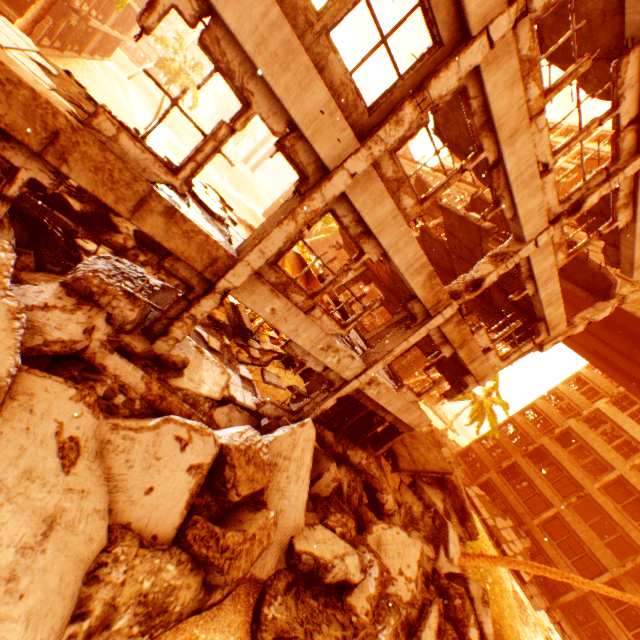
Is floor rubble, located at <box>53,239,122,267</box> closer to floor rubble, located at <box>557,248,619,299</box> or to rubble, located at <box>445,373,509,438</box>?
rubble, located at <box>445,373,509,438</box>

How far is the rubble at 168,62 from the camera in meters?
28.2

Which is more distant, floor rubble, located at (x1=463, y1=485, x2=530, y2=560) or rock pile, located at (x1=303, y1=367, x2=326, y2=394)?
floor rubble, located at (x1=463, y1=485, x2=530, y2=560)

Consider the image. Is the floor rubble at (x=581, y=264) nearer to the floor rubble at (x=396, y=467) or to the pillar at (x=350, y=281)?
the pillar at (x=350, y=281)

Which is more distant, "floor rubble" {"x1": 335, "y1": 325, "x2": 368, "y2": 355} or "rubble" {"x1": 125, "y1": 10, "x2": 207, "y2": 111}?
"rubble" {"x1": 125, "y1": 10, "x2": 207, "y2": 111}

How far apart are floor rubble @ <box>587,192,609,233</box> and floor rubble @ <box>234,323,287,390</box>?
11.4 meters

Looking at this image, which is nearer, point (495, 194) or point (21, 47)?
point (21, 47)

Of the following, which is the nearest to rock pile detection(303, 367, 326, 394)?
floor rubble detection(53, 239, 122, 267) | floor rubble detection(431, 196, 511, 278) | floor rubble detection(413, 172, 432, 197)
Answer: floor rubble detection(53, 239, 122, 267)
